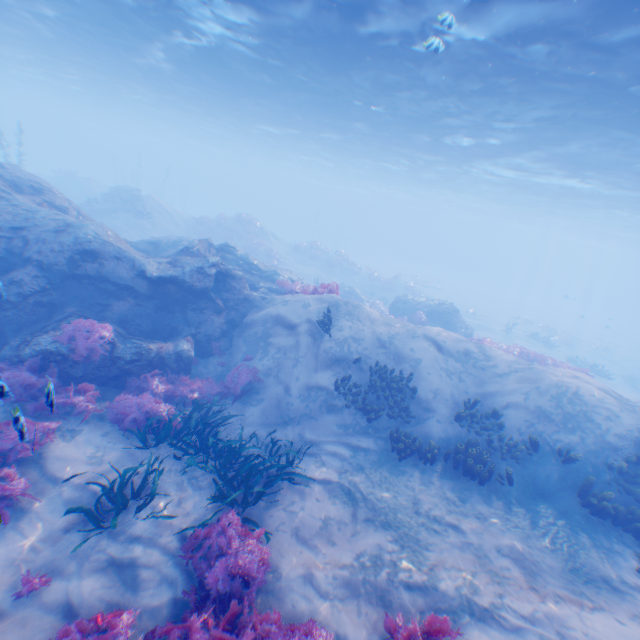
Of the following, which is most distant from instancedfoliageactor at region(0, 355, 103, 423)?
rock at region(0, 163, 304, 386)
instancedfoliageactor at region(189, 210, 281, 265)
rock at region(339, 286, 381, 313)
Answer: instancedfoliageactor at region(189, 210, 281, 265)

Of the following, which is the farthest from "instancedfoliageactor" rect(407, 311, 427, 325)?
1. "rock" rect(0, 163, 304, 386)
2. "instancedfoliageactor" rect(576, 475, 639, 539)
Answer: "instancedfoliageactor" rect(576, 475, 639, 539)

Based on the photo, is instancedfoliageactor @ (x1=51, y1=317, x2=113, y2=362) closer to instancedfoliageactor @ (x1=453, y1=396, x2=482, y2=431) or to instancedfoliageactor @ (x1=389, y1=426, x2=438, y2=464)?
instancedfoliageactor @ (x1=389, y1=426, x2=438, y2=464)

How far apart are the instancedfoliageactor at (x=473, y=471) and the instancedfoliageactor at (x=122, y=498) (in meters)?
6.70

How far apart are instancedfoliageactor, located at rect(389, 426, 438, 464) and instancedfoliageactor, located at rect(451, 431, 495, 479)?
1.0m

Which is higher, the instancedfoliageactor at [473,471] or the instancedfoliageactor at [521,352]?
the instancedfoliageactor at [521,352]

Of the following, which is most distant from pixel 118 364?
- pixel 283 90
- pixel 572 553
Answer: pixel 283 90

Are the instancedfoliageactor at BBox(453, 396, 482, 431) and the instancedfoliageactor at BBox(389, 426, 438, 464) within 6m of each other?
yes
